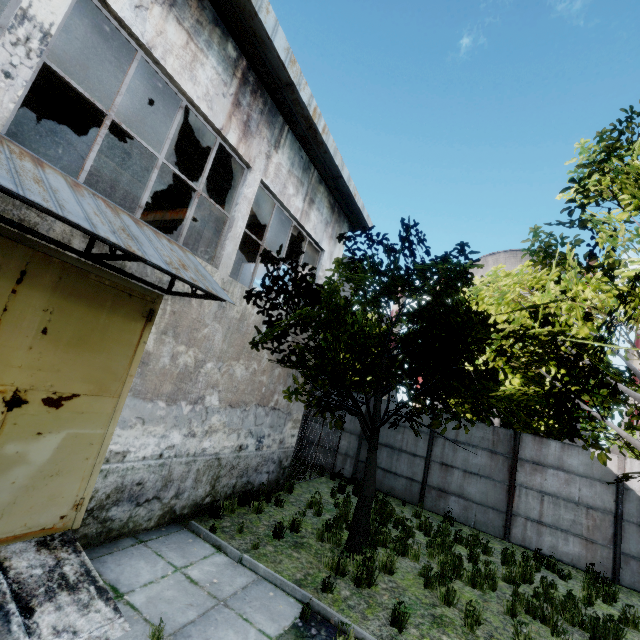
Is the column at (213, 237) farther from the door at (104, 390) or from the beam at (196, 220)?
the door at (104, 390)

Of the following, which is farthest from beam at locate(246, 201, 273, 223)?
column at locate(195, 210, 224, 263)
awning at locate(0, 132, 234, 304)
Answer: awning at locate(0, 132, 234, 304)

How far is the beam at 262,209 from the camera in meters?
10.0 m

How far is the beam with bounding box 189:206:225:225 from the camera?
11.0m

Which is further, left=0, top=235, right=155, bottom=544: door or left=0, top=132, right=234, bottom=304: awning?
left=0, top=235, right=155, bottom=544: door

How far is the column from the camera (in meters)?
10.70

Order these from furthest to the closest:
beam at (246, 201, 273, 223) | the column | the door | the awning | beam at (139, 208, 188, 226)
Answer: beam at (139, 208, 188, 226) < the column < beam at (246, 201, 273, 223) < the door < the awning

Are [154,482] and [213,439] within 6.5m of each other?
yes
